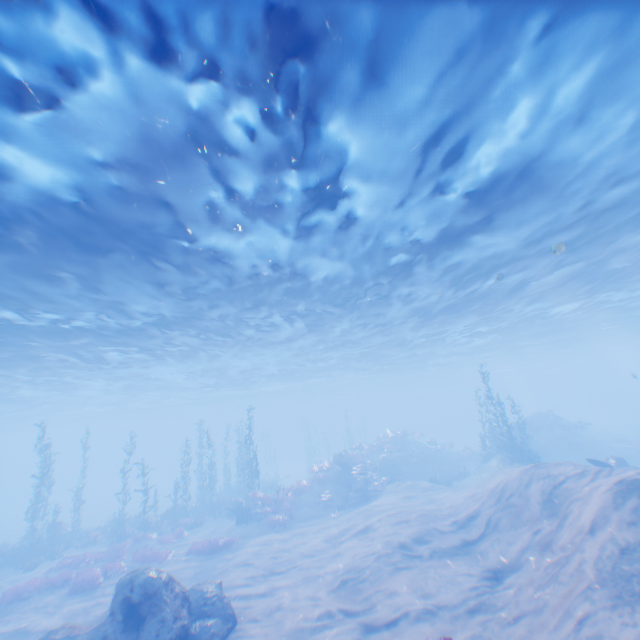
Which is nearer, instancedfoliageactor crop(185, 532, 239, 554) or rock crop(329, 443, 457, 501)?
instancedfoliageactor crop(185, 532, 239, 554)

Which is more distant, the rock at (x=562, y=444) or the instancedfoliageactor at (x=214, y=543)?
the rock at (x=562, y=444)

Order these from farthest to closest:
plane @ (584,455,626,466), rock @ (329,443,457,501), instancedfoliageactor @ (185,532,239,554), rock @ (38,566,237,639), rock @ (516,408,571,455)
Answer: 1. rock @ (516,408,571,455)
2. rock @ (329,443,457,501)
3. instancedfoliageactor @ (185,532,239,554)
4. plane @ (584,455,626,466)
5. rock @ (38,566,237,639)

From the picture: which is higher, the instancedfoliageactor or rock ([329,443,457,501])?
rock ([329,443,457,501])

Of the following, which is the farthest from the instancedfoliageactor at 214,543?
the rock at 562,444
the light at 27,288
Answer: the rock at 562,444

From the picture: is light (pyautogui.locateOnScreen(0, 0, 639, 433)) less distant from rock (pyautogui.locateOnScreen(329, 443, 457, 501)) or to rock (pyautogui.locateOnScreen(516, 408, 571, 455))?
rock (pyautogui.locateOnScreen(516, 408, 571, 455))

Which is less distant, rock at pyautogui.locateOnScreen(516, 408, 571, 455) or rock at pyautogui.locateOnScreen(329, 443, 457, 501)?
rock at pyautogui.locateOnScreen(329, 443, 457, 501)

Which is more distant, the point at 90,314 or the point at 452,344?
the point at 452,344
